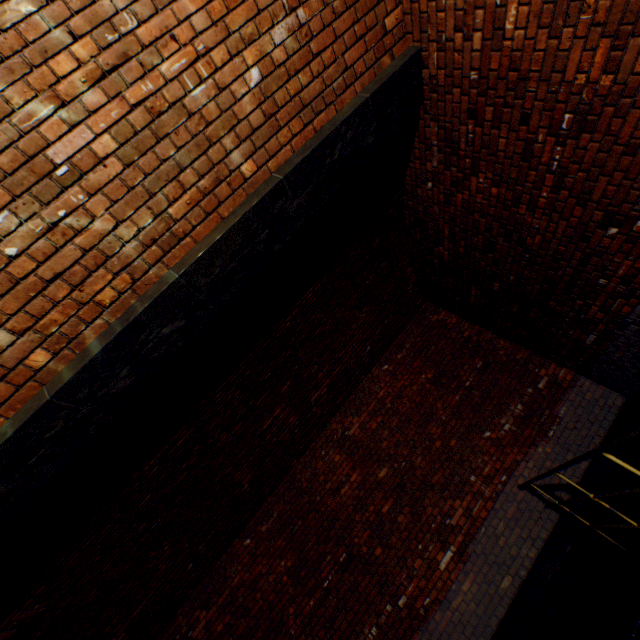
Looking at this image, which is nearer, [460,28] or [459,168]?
Result: [460,28]
